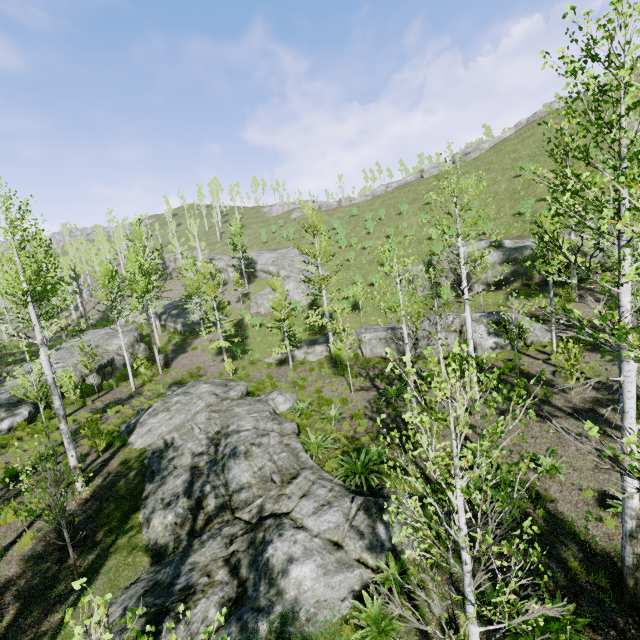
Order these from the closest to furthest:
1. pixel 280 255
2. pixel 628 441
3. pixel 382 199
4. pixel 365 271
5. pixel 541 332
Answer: pixel 628 441 → pixel 541 332 → pixel 365 271 → pixel 280 255 → pixel 382 199

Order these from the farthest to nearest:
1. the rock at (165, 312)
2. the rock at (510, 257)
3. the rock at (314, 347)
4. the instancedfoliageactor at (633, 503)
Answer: the rock at (165, 312) → the rock at (314, 347) → the rock at (510, 257) → the instancedfoliageactor at (633, 503)

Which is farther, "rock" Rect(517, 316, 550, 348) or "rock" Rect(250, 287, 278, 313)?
"rock" Rect(250, 287, 278, 313)

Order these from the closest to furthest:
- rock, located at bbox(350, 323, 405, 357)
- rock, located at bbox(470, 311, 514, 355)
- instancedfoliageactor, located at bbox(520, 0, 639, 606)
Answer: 1. instancedfoliageactor, located at bbox(520, 0, 639, 606)
2. rock, located at bbox(470, 311, 514, 355)
3. rock, located at bbox(350, 323, 405, 357)

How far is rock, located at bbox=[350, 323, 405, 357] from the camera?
22.8 meters

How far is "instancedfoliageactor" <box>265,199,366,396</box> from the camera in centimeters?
1892cm

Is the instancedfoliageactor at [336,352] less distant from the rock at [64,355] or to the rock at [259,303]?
the rock at [64,355]

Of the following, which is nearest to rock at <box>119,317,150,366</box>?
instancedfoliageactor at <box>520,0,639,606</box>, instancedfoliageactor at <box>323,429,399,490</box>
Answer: instancedfoliageactor at <box>520,0,639,606</box>
